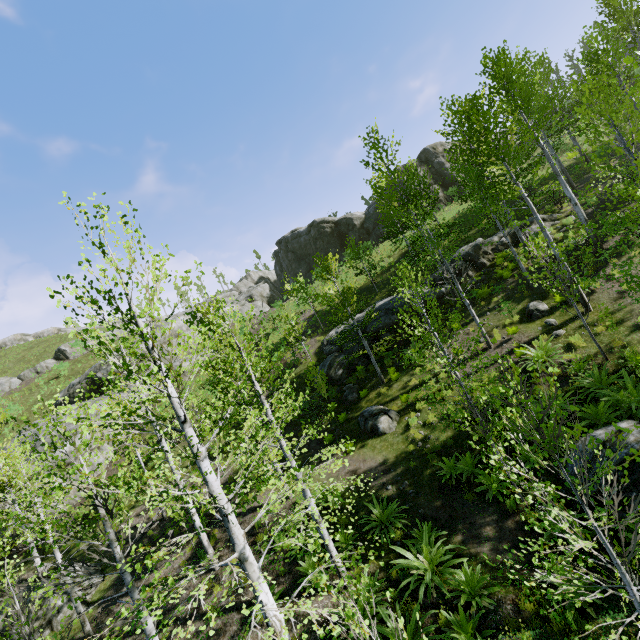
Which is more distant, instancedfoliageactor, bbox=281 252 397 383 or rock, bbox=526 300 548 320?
instancedfoliageactor, bbox=281 252 397 383

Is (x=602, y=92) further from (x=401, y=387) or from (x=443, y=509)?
(x=443, y=509)

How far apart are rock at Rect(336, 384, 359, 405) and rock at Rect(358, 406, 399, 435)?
1.1 meters

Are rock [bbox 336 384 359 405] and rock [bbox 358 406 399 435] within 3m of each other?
yes

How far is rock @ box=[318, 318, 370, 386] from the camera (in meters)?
17.91

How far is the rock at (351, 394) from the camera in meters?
16.0

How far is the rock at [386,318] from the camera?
17.3m

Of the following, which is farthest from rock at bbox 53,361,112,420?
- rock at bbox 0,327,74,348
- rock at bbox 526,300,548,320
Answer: rock at bbox 526,300,548,320
